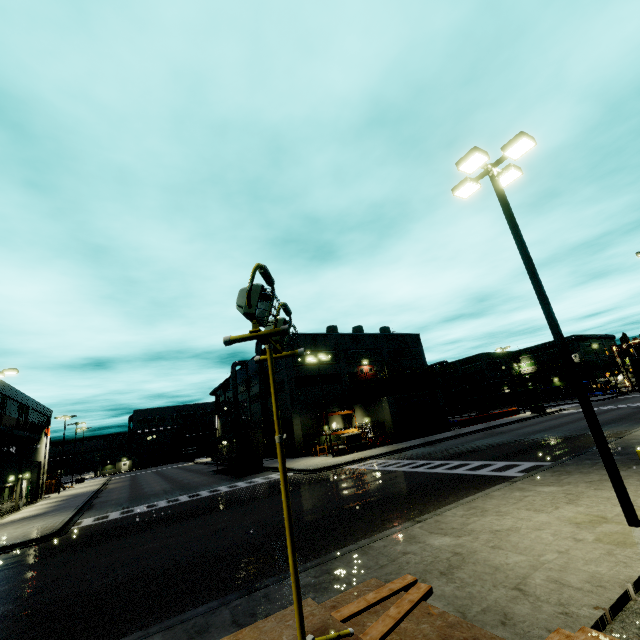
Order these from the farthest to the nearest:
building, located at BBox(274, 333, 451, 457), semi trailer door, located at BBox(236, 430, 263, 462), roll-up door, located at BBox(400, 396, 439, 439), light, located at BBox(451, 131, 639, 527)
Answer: building, located at BBox(274, 333, 451, 457) < roll-up door, located at BBox(400, 396, 439, 439) < semi trailer door, located at BBox(236, 430, 263, 462) < light, located at BBox(451, 131, 639, 527)

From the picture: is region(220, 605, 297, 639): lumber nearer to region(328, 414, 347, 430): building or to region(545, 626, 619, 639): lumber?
region(545, 626, 619, 639): lumber

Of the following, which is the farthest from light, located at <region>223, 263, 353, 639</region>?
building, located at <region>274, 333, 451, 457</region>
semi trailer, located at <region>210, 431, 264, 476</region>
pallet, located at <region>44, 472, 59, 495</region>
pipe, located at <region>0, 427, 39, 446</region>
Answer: pallet, located at <region>44, 472, 59, 495</region>

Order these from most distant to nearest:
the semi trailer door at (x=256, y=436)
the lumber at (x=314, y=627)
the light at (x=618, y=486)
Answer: the semi trailer door at (x=256, y=436)
the light at (x=618, y=486)
the lumber at (x=314, y=627)

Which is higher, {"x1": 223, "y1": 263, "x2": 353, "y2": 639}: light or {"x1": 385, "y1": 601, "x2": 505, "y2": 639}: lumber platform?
{"x1": 223, "y1": 263, "x2": 353, "y2": 639}: light

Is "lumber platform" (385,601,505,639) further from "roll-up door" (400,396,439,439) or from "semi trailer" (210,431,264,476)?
"semi trailer" (210,431,264,476)

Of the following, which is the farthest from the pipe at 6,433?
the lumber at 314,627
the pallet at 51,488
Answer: the lumber at 314,627

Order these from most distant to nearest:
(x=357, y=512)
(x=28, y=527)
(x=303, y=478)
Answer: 1. (x=303, y=478)
2. (x=28, y=527)
3. (x=357, y=512)
